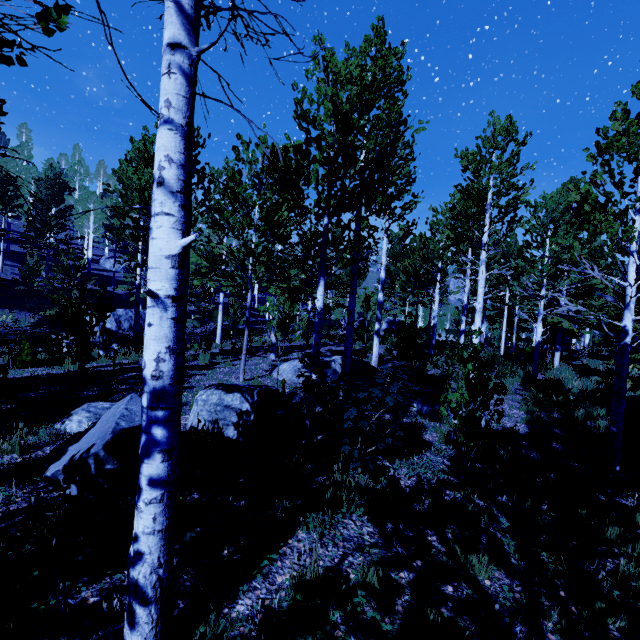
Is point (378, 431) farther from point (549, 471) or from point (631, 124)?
point (631, 124)

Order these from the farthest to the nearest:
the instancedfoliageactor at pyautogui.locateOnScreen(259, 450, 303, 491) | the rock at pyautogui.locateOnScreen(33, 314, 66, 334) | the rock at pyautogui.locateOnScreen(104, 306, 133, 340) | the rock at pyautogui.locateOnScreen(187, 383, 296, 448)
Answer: the rock at pyautogui.locateOnScreen(104, 306, 133, 340) < the rock at pyautogui.locateOnScreen(33, 314, 66, 334) < the rock at pyautogui.locateOnScreen(187, 383, 296, 448) < the instancedfoliageactor at pyautogui.locateOnScreen(259, 450, 303, 491)

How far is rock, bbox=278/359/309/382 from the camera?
9.59m

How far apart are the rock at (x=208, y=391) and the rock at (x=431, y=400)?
3.41m

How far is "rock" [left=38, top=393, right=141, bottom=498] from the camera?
3.28m

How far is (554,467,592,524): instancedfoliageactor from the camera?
4.0 meters

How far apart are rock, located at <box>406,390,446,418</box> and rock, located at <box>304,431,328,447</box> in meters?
3.1 m

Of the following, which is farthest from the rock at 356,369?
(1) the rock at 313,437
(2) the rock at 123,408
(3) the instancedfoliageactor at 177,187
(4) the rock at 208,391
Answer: (2) the rock at 123,408
